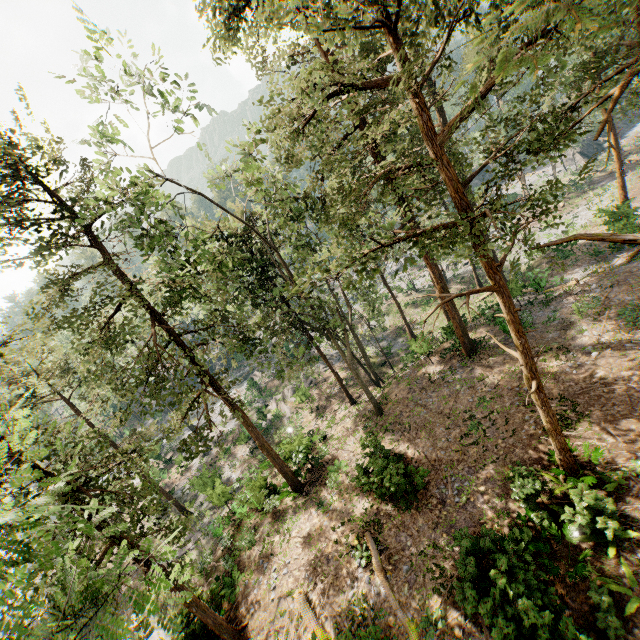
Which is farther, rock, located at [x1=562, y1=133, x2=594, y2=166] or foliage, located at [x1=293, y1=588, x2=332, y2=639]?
rock, located at [x1=562, y1=133, x2=594, y2=166]

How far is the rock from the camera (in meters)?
54.09

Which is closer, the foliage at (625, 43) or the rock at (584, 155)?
the foliage at (625, 43)

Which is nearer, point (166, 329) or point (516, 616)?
point (516, 616)

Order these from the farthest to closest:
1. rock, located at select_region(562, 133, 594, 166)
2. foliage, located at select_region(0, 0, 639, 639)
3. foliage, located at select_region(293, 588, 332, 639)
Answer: rock, located at select_region(562, 133, 594, 166), foliage, located at select_region(293, 588, 332, 639), foliage, located at select_region(0, 0, 639, 639)

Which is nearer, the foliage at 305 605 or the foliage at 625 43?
the foliage at 625 43

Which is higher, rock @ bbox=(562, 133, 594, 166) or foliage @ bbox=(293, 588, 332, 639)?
foliage @ bbox=(293, 588, 332, 639)
